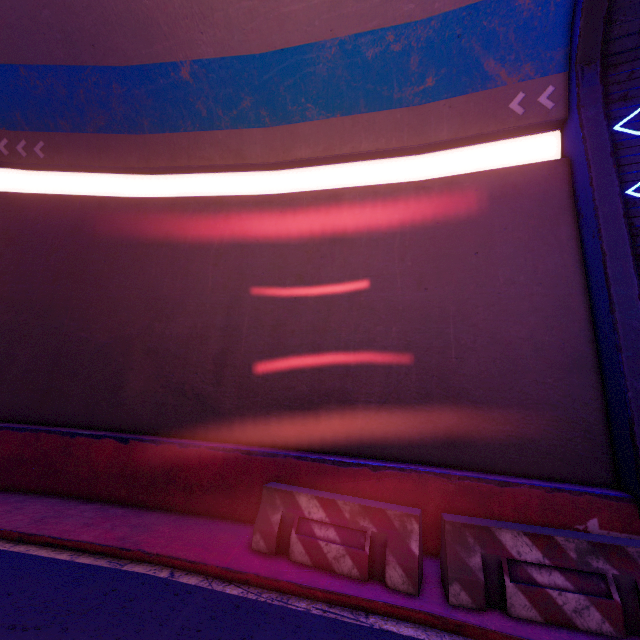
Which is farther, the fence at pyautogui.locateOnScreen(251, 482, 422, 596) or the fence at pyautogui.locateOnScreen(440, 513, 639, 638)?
the fence at pyautogui.locateOnScreen(251, 482, 422, 596)

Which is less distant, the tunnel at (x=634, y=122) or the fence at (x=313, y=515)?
the fence at (x=313, y=515)

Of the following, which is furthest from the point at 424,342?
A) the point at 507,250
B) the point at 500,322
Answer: the point at 507,250

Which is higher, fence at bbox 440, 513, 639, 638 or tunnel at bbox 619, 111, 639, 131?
tunnel at bbox 619, 111, 639, 131

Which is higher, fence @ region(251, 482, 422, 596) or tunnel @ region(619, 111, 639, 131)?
tunnel @ region(619, 111, 639, 131)

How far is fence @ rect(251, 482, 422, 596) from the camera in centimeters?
421cm

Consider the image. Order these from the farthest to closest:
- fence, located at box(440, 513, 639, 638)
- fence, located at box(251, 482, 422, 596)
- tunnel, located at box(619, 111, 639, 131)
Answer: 1. tunnel, located at box(619, 111, 639, 131)
2. fence, located at box(251, 482, 422, 596)
3. fence, located at box(440, 513, 639, 638)

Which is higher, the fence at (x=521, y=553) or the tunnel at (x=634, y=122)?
the tunnel at (x=634, y=122)
